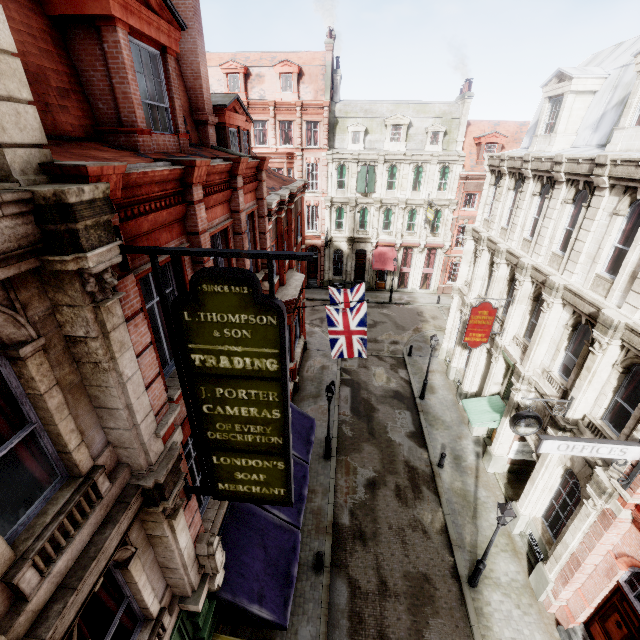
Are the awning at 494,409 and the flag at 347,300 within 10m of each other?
yes

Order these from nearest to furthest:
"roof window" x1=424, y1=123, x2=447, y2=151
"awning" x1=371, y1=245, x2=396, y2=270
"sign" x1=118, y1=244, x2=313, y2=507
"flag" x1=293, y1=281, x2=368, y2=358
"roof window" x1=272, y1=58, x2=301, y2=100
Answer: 1. "sign" x1=118, y1=244, x2=313, y2=507
2. "flag" x1=293, y1=281, x2=368, y2=358
3. "roof window" x1=272, y1=58, x2=301, y2=100
4. "roof window" x1=424, y1=123, x2=447, y2=151
5. "awning" x1=371, y1=245, x2=396, y2=270

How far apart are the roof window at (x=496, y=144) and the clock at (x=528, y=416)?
28.50m

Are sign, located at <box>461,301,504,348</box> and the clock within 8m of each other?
yes

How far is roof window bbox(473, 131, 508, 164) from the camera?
30.3m

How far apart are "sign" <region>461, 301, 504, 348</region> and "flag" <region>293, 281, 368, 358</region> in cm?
476

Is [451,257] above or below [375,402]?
above

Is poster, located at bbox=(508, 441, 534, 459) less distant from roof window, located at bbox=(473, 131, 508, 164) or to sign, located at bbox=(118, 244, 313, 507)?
sign, located at bbox=(118, 244, 313, 507)
